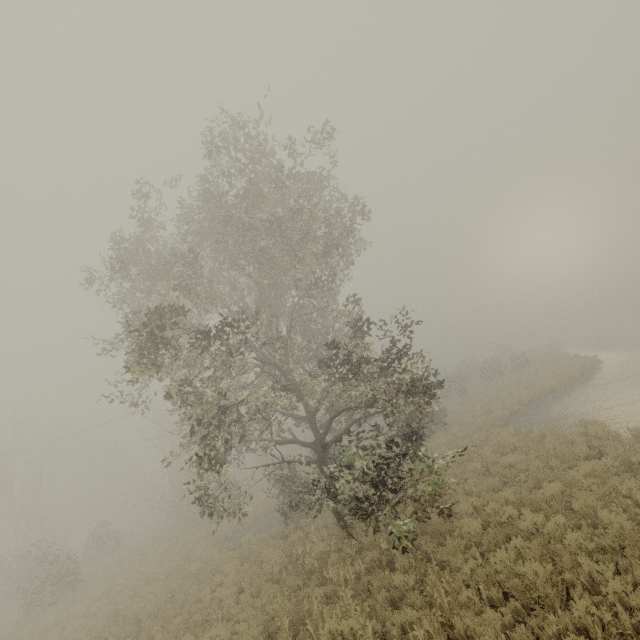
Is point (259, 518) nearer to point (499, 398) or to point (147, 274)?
point (147, 274)
